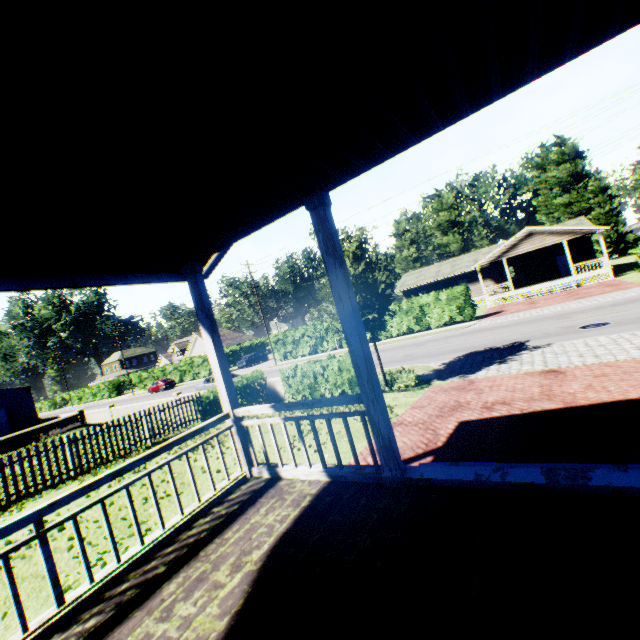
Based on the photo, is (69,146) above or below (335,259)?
above

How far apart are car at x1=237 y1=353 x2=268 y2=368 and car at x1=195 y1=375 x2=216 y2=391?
16.7 meters

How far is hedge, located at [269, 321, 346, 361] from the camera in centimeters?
3328cm

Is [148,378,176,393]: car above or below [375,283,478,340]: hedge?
below

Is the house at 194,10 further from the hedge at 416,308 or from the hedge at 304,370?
the hedge at 416,308

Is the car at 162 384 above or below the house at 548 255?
below

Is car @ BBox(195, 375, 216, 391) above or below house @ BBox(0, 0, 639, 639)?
below

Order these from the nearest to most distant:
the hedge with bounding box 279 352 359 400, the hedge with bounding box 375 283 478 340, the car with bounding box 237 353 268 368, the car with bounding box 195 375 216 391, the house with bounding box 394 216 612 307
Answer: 1. the hedge with bounding box 279 352 359 400
2. the car with bounding box 195 375 216 391
3. the hedge with bounding box 375 283 478 340
4. the house with bounding box 394 216 612 307
5. the car with bounding box 237 353 268 368
